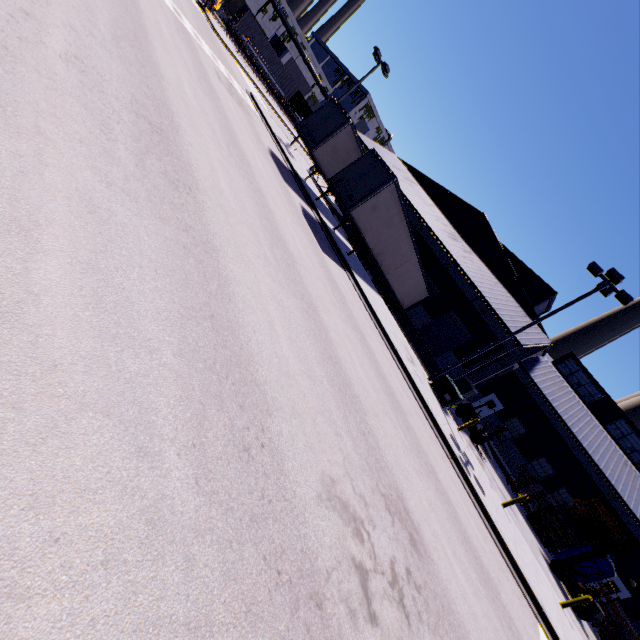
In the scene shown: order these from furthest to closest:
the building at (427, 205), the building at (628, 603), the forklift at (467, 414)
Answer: the building at (427, 205) < the building at (628, 603) < the forklift at (467, 414)

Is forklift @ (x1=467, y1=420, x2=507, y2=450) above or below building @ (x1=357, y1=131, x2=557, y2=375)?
below

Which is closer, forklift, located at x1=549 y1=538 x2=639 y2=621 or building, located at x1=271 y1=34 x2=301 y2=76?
forklift, located at x1=549 y1=538 x2=639 y2=621

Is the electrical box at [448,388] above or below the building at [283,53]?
below

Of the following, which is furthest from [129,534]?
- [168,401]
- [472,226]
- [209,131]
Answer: [472,226]

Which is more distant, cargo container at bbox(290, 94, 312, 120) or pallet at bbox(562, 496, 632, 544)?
cargo container at bbox(290, 94, 312, 120)

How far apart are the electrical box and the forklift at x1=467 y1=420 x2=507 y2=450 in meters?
3.8

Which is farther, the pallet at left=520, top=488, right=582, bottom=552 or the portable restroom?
the pallet at left=520, top=488, right=582, bottom=552
